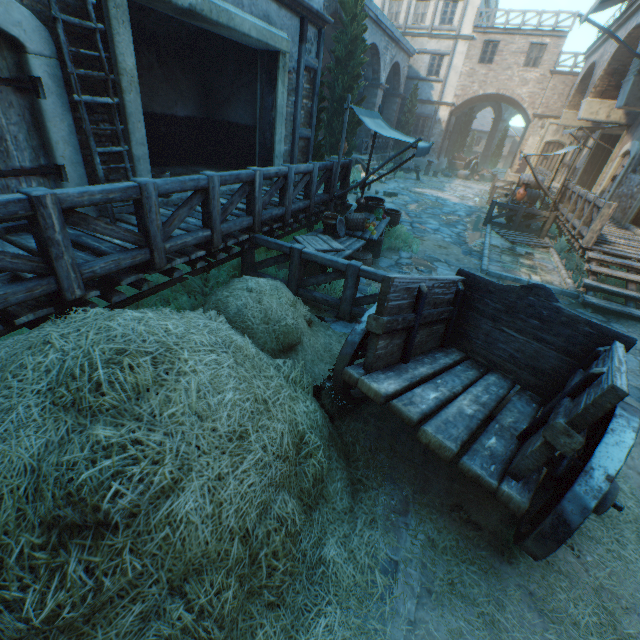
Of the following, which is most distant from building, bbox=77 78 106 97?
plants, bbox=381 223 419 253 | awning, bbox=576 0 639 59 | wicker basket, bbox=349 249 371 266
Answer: wicker basket, bbox=349 249 371 266

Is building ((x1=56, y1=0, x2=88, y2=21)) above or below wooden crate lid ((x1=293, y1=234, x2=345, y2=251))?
above

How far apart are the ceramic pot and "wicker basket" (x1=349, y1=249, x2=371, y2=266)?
0.5 meters

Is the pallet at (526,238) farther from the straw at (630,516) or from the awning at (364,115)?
the straw at (630,516)

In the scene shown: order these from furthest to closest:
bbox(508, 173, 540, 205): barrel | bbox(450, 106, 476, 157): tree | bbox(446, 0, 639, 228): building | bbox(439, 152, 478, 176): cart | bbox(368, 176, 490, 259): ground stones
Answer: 1. bbox(450, 106, 476, 157): tree
2. bbox(439, 152, 478, 176): cart
3. bbox(508, 173, 540, 205): barrel
4. bbox(446, 0, 639, 228): building
5. bbox(368, 176, 490, 259): ground stones

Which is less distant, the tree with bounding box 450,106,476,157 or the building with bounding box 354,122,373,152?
the building with bounding box 354,122,373,152

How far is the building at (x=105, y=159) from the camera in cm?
484

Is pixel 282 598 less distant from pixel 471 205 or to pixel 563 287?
pixel 563 287
